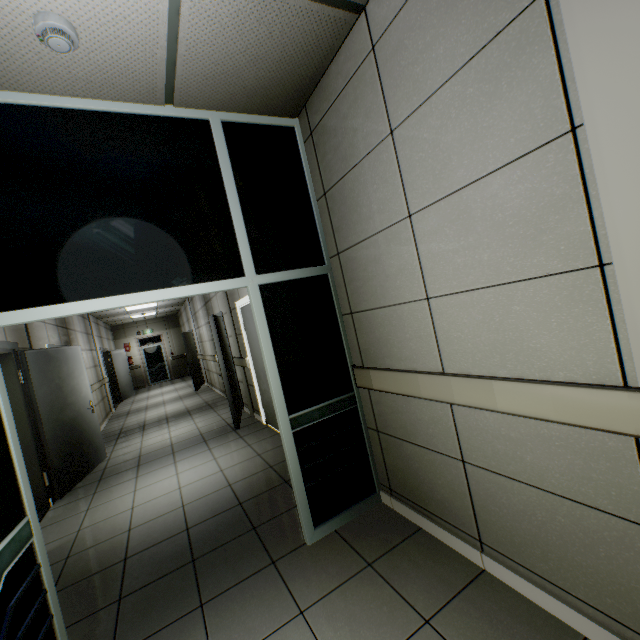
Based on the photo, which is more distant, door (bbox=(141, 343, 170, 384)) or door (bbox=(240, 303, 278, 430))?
door (bbox=(141, 343, 170, 384))

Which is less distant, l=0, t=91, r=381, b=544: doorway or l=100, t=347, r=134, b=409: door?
l=0, t=91, r=381, b=544: doorway

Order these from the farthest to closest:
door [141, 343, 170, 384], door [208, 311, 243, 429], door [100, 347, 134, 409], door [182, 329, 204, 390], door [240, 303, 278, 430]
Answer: door [141, 343, 170, 384], door [100, 347, 134, 409], door [182, 329, 204, 390], door [208, 311, 243, 429], door [240, 303, 278, 430]

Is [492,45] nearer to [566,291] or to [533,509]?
[566,291]

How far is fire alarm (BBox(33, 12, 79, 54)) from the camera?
1.5m

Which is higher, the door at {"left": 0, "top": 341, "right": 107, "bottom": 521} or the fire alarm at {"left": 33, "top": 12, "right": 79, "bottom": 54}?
the fire alarm at {"left": 33, "top": 12, "right": 79, "bottom": 54}

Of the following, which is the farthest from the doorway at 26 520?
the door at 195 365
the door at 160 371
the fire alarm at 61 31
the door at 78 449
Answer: the door at 160 371

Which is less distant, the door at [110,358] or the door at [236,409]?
the door at [236,409]
